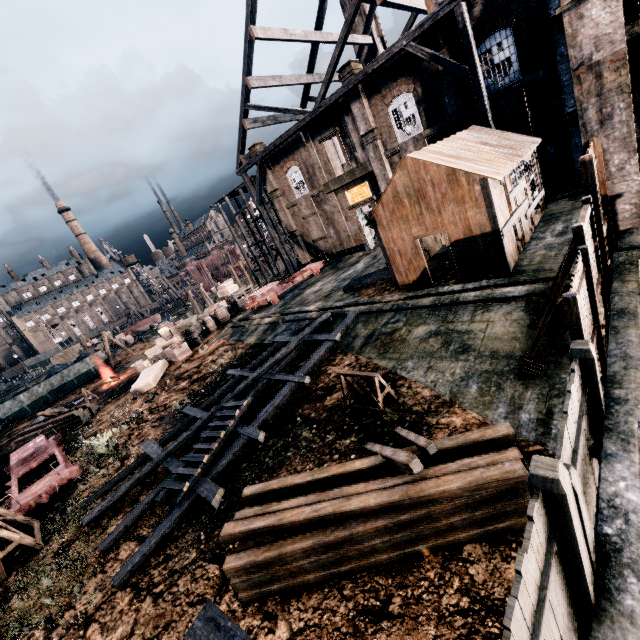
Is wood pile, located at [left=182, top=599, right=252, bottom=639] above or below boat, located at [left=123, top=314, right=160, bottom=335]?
below

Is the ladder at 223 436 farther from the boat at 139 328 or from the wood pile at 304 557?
the boat at 139 328

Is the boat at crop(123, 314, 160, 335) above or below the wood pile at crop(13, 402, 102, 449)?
above

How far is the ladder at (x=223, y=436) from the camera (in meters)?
10.29

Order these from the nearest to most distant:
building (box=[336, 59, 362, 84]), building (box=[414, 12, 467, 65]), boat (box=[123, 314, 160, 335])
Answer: building (box=[414, 12, 467, 65]) → building (box=[336, 59, 362, 84]) → boat (box=[123, 314, 160, 335])

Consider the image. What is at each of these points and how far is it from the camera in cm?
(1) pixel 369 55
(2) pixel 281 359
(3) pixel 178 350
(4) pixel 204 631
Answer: (1) chimney, 3884
(2) wooden scaffolding, 1517
(3) wooden crate, 2453
(4) wood pile, 641

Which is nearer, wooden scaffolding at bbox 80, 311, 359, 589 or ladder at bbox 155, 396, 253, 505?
wooden scaffolding at bbox 80, 311, 359, 589

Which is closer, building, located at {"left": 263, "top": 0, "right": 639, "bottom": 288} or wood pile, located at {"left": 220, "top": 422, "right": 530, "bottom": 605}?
wood pile, located at {"left": 220, "top": 422, "right": 530, "bottom": 605}
